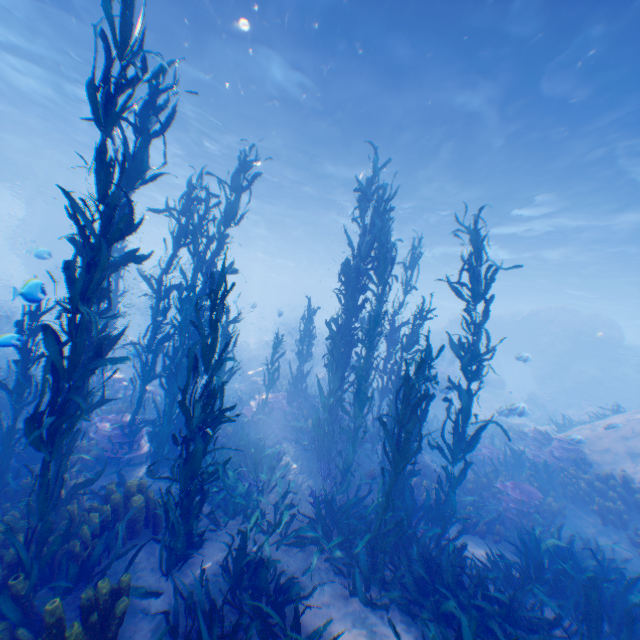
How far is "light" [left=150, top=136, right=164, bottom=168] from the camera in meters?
17.9 m

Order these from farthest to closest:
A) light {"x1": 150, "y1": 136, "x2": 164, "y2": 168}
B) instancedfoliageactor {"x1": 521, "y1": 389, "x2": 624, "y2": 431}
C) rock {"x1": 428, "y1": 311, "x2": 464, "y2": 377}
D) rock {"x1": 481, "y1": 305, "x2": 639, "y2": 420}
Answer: rock {"x1": 428, "y1": 311, "x2": 464, "y2": 377}
rock {"x1": 481, "y1": 305, "x2": 639, "y2": 420}
light {"x1": 150, "y1": 136, "x2": 164, "y2": 168}
instancedfoliageactor {"x1": 521, "y1": 389, "x2": 624, "y2": 431}

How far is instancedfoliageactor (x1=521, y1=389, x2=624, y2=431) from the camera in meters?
13.9 m

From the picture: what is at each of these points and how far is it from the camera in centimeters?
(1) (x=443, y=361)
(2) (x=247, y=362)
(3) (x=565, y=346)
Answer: (1) rock, 3262cm
(2) plane, 2216cm
(3) rock, 2716cm

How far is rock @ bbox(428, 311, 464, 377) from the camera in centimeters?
3135cm

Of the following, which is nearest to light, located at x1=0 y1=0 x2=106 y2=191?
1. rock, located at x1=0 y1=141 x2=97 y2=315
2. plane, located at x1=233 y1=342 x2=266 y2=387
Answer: rock, located at x1=0 y1=141 x2=97 y2=315

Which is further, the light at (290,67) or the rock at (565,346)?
the rock at (565,346)

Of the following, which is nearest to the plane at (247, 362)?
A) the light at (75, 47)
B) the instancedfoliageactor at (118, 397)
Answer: the instancedfoliageactor at (118, 397)
